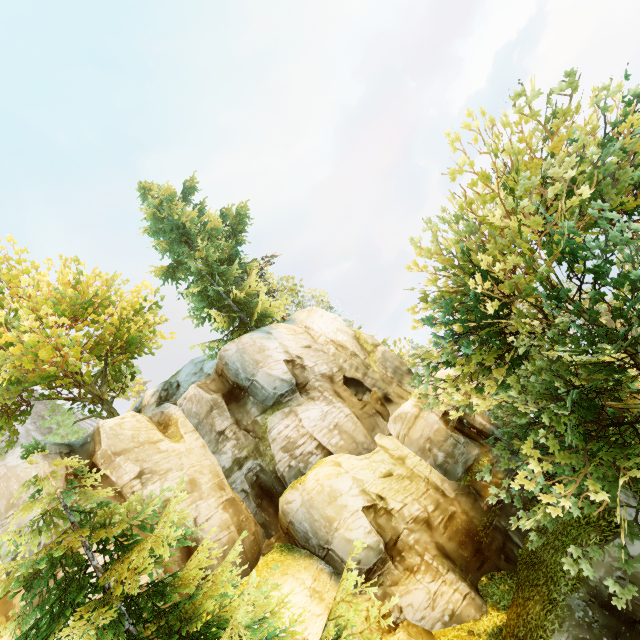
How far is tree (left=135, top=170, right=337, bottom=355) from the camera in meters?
21.7 m

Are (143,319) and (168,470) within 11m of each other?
yes

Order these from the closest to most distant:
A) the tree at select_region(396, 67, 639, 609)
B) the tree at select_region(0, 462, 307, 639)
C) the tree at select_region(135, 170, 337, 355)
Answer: the tree at select_region(0, 462, 307, 639)
the tree at select_region(396, 67, 639, 609)
the tree at select_region(135, 170, 337, 355)

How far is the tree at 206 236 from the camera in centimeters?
2169cm

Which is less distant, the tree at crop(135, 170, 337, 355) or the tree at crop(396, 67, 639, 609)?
the tree at crop(396, 67, 639, 609)

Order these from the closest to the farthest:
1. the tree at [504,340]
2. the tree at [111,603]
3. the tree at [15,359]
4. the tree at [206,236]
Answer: the tree at [111,603], the tree at [504,340], the tree at [15,359], the tree at [206,236]
